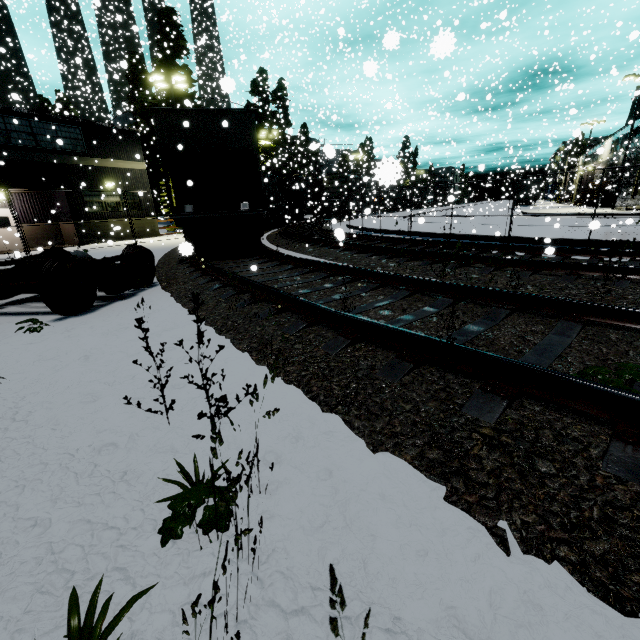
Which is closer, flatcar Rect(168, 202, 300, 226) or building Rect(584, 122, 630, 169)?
flatcar Rect(168, 202, 300, 226)

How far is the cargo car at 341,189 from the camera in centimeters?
3475cm

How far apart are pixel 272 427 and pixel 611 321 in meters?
3.8

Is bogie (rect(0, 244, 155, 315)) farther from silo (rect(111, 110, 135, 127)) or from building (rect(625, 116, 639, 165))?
silo (rect(111, 110, 135, 127))

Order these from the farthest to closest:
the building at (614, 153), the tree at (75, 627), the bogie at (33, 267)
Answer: the building at (614, 153)
the bogie at (33, 267)
the tree at (75, 627)

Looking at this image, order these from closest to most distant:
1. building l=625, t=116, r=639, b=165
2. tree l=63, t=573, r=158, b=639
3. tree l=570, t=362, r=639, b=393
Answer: tree l=63, t=573, r=158, b=639 < tree l=570, t=362, r=639, b=393 < building l=625, t=116, r=639, b=165

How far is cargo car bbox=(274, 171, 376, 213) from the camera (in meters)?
34.75

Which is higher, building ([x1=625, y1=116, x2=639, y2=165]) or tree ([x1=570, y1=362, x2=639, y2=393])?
building ([x1=625, y1=116, x2=639, y2=165])
